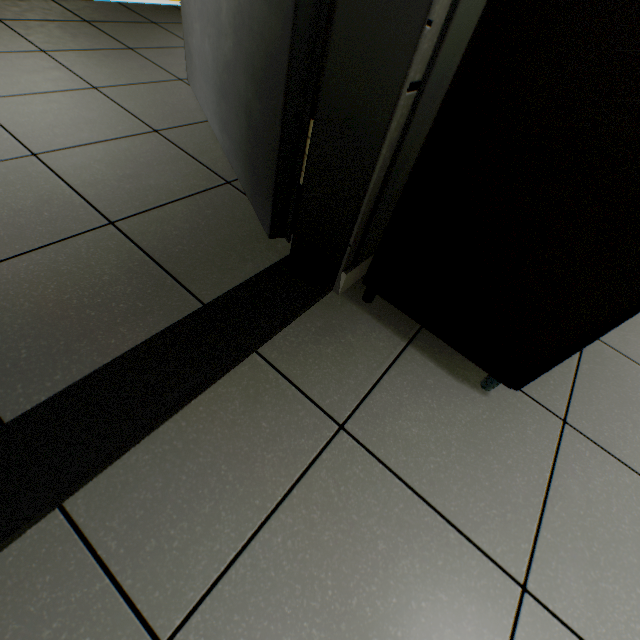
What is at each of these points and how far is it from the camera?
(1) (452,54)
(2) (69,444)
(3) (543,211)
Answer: (1) door, 0.67m
(2) door, 0.64m
(3) cabinet, 0.63m
